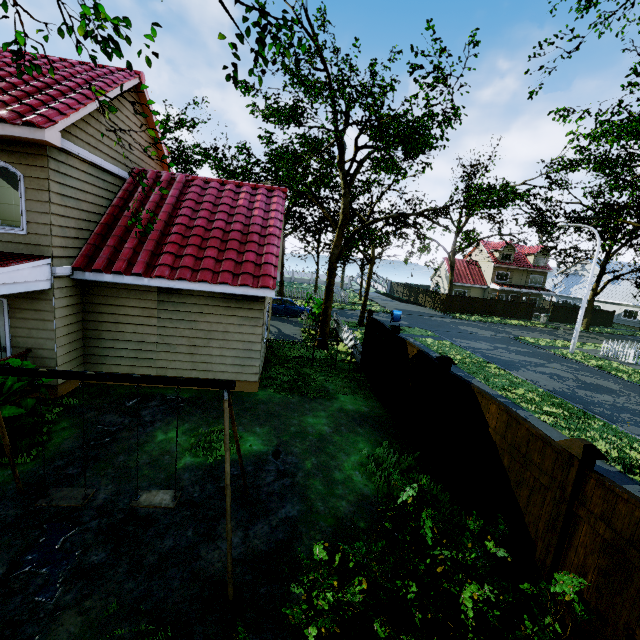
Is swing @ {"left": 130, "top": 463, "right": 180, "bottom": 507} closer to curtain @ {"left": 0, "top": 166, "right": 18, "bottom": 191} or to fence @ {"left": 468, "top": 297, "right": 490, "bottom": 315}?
fence @ {"left": 468, "top": 297, "right": 490, "bottom": 315}

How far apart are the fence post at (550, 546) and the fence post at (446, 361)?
2.8 meters

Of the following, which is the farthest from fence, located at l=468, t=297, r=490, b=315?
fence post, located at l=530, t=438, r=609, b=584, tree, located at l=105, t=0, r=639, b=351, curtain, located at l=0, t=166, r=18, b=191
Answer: curtain, located at l=0, t=166, r=18, b=191

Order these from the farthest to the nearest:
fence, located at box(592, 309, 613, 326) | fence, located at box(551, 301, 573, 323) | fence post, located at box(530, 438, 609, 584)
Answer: fence, located at box(592, 309, 613, 326) < fence, located at box(551, 301, 573, 323) < fence post, located at box(530, 438, 609, 584)

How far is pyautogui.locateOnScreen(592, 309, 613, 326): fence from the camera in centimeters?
4016cm

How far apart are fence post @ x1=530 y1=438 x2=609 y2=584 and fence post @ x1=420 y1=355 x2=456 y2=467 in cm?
Answer: 276

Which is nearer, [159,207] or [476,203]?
[159,207]

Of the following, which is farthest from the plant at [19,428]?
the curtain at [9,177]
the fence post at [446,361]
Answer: the fence post at [446,361]
